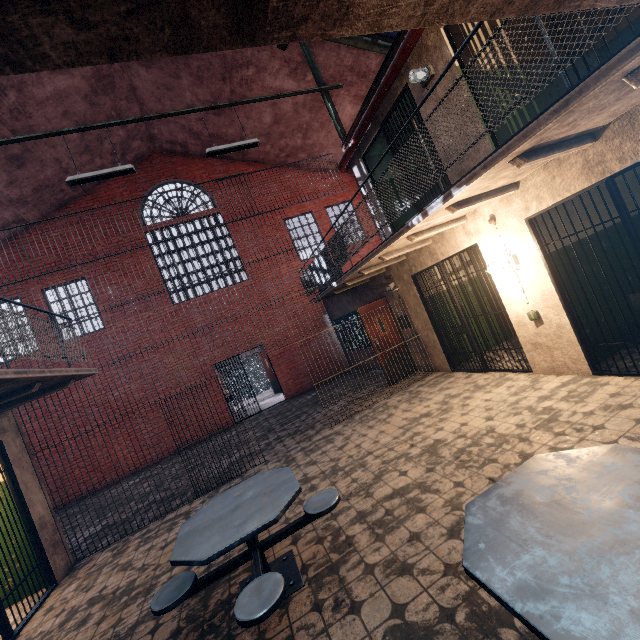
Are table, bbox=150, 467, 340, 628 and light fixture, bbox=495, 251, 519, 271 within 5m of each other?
yes

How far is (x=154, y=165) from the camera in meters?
12.5

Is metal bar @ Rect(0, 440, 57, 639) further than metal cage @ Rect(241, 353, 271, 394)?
No

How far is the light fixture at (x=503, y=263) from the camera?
4.82m

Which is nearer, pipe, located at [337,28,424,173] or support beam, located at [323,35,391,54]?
pipe, located at [337,28,424,173]

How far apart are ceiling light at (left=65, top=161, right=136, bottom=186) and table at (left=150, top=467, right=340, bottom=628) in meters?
6.1

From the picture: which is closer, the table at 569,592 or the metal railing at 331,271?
the table at 569,592

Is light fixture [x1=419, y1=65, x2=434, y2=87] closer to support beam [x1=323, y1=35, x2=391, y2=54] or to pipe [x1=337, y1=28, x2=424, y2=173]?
pipe [x1=337, y1=28, x2=424, y2=173]
